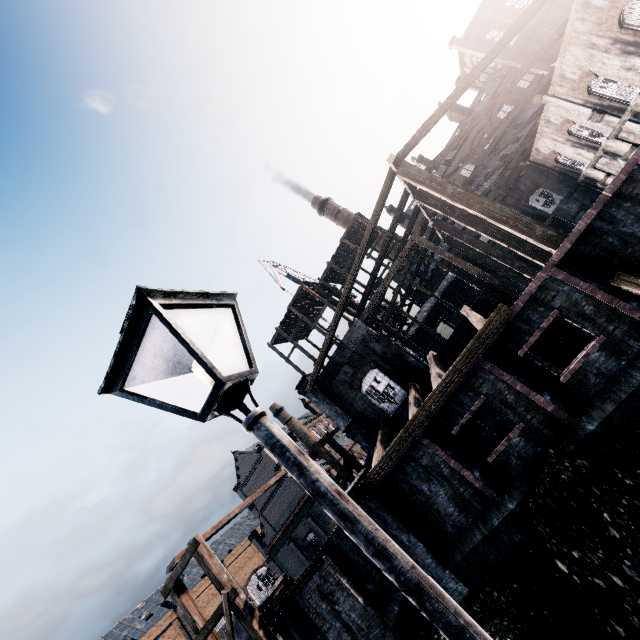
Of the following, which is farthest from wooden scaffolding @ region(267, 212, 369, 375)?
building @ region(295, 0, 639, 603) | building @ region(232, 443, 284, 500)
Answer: building @ region(232, 443, 284, 500)

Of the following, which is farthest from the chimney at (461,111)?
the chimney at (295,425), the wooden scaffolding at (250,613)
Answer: the chimney at (295,425)

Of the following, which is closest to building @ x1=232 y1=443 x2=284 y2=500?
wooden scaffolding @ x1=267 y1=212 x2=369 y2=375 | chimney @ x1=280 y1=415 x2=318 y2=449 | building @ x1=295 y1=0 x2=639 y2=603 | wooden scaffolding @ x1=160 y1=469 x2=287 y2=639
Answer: chimney @ x1=280 y1=415 x2=318 y2=449

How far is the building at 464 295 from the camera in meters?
39.7

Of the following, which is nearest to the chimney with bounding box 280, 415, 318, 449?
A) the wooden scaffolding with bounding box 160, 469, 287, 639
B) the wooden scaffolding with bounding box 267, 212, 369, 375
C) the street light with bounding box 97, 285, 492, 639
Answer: the wooden scaffolding with bounding box 267, 212, 369, 375

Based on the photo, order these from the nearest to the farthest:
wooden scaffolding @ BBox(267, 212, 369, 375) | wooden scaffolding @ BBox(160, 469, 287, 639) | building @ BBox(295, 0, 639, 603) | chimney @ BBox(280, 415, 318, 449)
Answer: building @ BBox(295, 0, 639, 603), wooden scaffolding @ BBox(160, 469, 287, 639), wooden scaffolding @ BBox(267, 212, 369, 375), chimney @ BBox(280, 415, 318, 449)

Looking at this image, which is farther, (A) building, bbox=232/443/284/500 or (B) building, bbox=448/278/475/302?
(A) building, bbox=232/443/284/500

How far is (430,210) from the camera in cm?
5278
